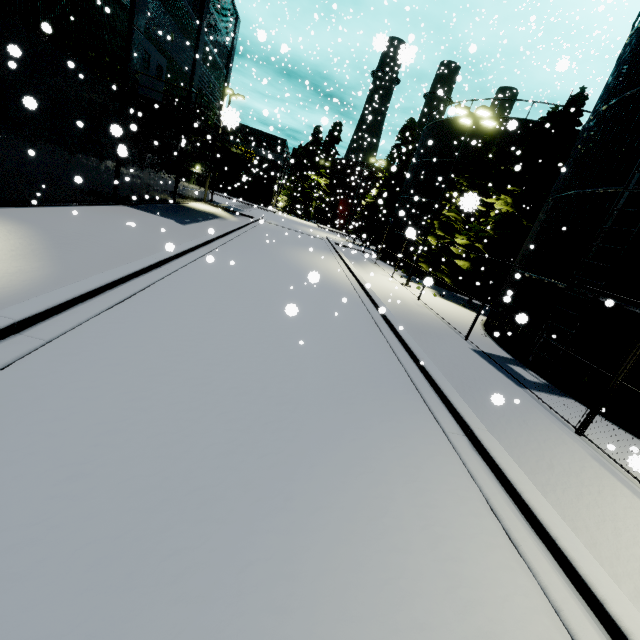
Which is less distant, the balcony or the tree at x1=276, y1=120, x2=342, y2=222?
the balcony

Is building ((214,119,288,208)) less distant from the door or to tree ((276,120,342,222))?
the door

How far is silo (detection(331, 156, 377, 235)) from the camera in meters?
54.0 m

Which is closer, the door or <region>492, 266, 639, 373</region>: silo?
<region>492, 266, 639, 373</region>: silo

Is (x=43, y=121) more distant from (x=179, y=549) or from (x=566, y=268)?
(x=566, y=268)

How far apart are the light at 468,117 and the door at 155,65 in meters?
15.7

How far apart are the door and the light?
15.7 meters

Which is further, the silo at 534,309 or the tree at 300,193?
the tree at 300,193
